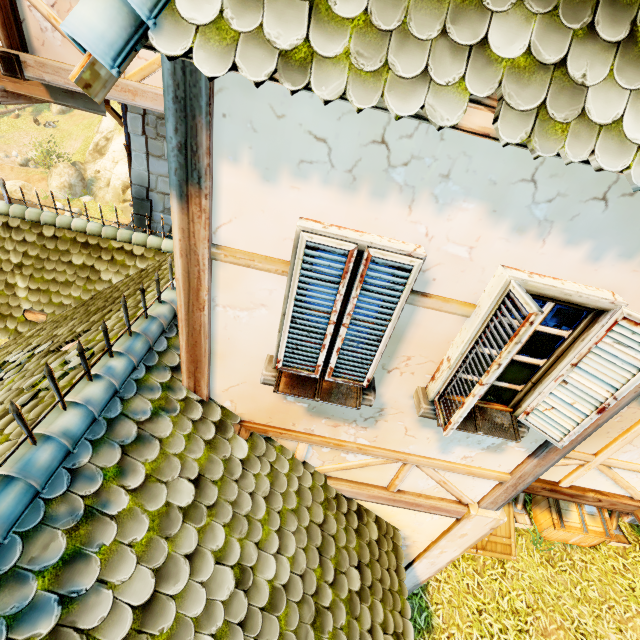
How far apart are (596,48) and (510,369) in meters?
1.9 m

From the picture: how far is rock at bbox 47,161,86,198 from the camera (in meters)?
23.88

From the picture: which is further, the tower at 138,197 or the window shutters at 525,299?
the tower at 138,197

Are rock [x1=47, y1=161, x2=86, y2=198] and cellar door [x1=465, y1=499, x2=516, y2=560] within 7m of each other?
no

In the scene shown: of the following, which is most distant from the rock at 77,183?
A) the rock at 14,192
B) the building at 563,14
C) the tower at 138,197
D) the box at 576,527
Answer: the box at 576,527

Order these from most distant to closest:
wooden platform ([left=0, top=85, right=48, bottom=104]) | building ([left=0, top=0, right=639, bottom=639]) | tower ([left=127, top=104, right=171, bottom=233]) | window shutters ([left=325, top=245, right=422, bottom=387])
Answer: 1. tower ([left=127, top=104, right=171, bottom=233])
2. wooden platform ([left=0, top=85, right=48, bottom=104])
3. window shutters ([left=325, top=245, right=422, bottom=387])
4. building ([left=0, top=0, right=639, bottom=639])

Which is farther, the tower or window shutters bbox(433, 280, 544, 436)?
the tower

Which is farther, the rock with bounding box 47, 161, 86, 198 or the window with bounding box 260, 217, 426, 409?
the rock with bounding box 47, 161, 86, 198
